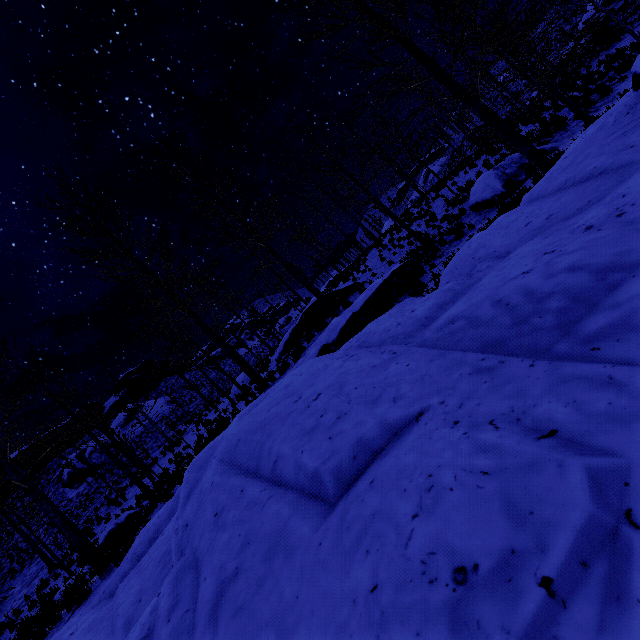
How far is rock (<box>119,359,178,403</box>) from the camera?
44.94m

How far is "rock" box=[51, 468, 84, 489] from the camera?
28.86m

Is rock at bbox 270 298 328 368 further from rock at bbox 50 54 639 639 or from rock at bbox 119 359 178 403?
rock at bbox 119 359 178 403

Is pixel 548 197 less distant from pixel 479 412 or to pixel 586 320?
pixel 586 320

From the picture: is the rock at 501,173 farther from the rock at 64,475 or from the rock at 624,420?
the rock at 64,475

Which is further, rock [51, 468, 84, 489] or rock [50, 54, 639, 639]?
rock [51, 468, 84, 489]

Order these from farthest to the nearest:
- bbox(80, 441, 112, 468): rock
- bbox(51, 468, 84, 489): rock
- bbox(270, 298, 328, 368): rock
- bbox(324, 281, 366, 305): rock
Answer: bbox(80, 441, 112, 468): rock, bbox(51, 468, 84, 489): rock, bbox(324, 281, 366, 305): rock, bbox(270, 298, 328, 368): rock

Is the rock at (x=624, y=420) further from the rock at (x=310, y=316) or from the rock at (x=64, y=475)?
the rock at (x=64, y=475)
